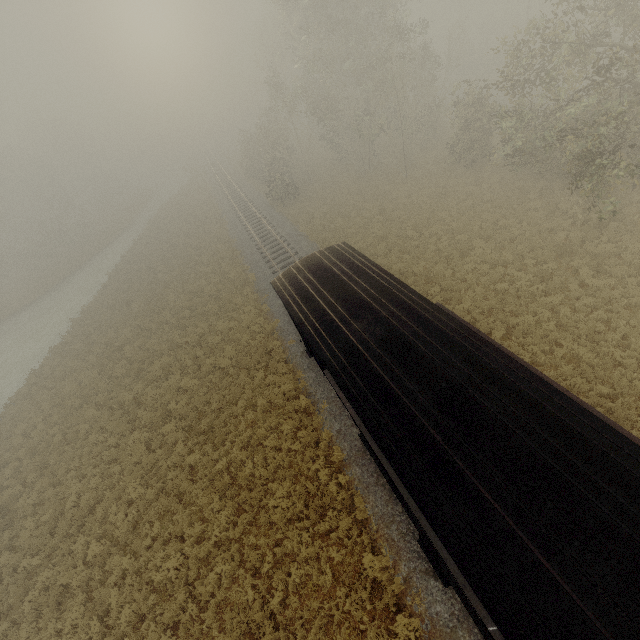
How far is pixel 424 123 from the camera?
29.95m
